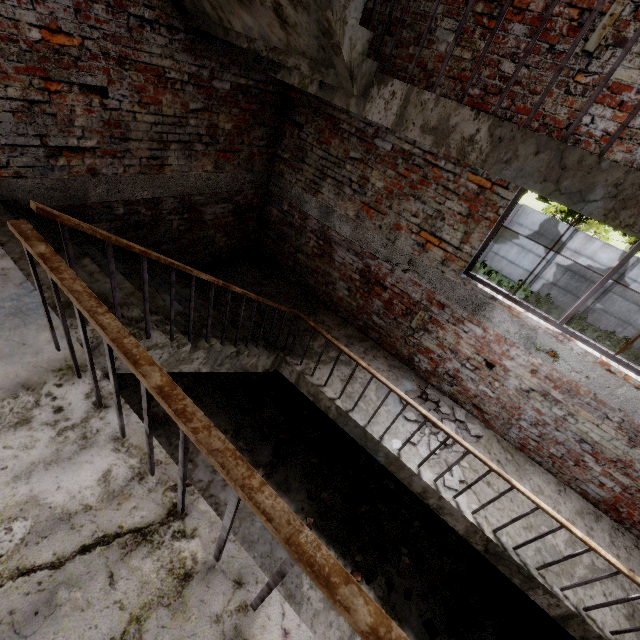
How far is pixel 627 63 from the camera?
2.83m

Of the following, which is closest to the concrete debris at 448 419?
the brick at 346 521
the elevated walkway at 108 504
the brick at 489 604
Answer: the brick at 346 521

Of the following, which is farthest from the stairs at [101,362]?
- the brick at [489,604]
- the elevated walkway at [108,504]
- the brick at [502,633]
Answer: the brick at [489,604]

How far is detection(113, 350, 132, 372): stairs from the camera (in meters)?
2.31

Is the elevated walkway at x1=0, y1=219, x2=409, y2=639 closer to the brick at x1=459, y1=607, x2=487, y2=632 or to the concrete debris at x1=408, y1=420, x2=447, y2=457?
the concrete debris at x1=408, y1=420, x2=447, y2=457

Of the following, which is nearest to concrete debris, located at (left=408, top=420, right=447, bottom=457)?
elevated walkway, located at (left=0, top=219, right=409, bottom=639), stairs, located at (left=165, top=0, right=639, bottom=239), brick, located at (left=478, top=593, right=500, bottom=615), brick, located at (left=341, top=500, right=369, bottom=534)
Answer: stairs, located at (left=165, top=0, right=639, bottom=239)

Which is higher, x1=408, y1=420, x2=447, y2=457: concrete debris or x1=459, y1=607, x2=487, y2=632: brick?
x1=408, y1=420, x2=447, y2=457: concrete debris

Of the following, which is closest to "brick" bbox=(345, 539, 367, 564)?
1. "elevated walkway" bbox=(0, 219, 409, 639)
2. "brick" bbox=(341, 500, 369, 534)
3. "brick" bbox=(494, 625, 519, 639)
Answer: "brick" bbox=(341, 500, 369, 534)
